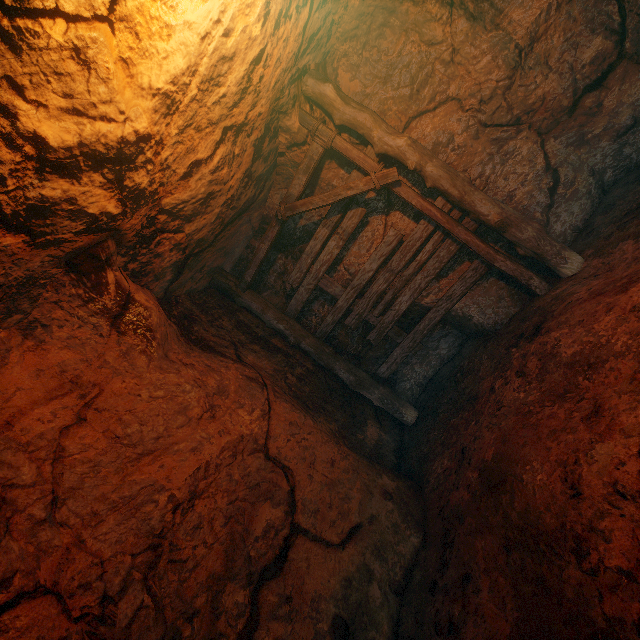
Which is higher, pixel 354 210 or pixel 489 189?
pixel 354 210
